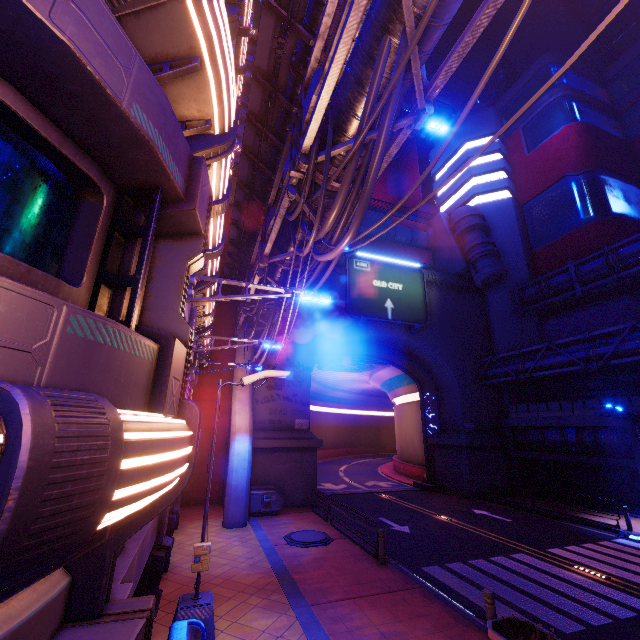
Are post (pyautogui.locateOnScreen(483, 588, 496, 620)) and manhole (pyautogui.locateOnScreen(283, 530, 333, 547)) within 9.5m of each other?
yes

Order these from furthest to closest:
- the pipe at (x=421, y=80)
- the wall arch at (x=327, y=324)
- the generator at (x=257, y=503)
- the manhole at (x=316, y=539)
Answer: the wall arch at (x=327, y=324) → the generator at (x=257, y=503) → the manhole at (x=316, y=539) → the pipe at (x=421, y=80)

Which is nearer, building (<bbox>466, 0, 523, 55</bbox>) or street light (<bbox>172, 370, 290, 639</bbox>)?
street light (<bbox>172, 370, 290, 639</bbox>)

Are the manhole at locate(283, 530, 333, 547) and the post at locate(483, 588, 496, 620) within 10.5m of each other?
yes

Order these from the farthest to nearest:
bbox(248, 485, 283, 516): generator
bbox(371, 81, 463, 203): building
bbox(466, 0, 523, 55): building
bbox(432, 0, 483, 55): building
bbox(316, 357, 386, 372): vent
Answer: bbox(432, 0, 483, 55): building → bbox(466, 0, 523, 55): building → bbox(371, 81, 463, 203): building → bbox(316, 357, 386, 372): vent → bbox(248, 485, 283, 516): generator

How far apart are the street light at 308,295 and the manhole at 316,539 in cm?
1101

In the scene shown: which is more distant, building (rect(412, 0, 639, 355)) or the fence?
building (rect(412, 0, 639, 355))

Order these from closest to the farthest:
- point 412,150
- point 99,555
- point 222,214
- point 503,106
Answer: point 99,555, point 222,214, point 503,106, point 412,150
